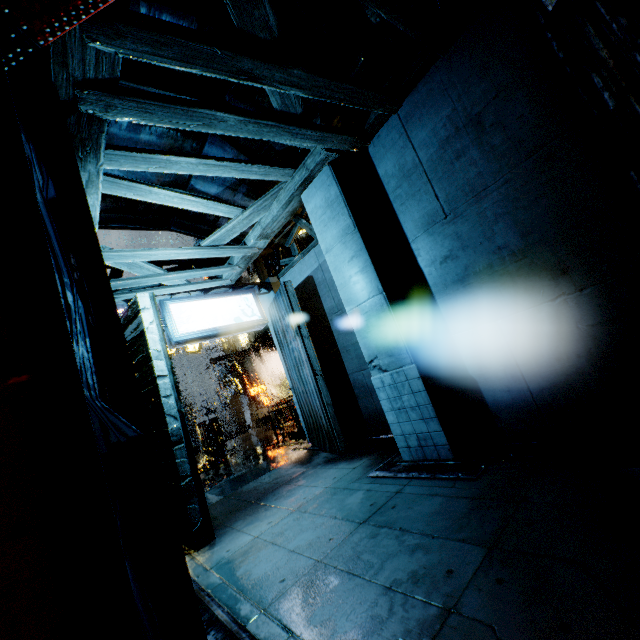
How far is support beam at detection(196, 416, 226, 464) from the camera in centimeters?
1943cm

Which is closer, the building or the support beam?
the building

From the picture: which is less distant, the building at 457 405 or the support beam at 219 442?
the building at 457 405

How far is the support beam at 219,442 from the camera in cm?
1943

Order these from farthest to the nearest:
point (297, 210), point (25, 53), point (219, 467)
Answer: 1. point (219, 467)
2. point (297, 210)
3. point (25, 53)
